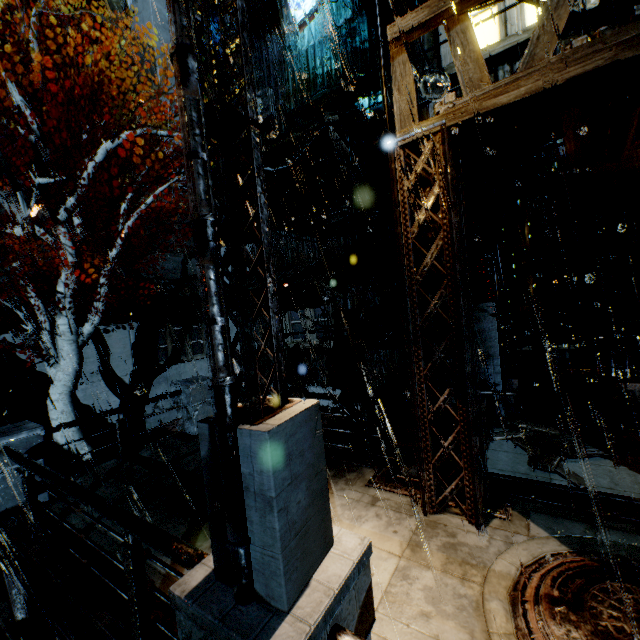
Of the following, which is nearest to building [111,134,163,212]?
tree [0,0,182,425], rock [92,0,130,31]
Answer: tree [0,0,182,425]

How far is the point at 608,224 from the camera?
9.7 meters

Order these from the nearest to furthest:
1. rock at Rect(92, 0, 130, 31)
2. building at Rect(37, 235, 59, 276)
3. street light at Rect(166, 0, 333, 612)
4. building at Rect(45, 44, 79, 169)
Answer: street light at Rect(166, 0, 333, 612), building at Rect(37, 235, 59, 276), building at Rect(45, 44, 79, 169), rock at Rect(92, 0, 130, 31)

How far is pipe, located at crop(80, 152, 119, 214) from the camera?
18.6m

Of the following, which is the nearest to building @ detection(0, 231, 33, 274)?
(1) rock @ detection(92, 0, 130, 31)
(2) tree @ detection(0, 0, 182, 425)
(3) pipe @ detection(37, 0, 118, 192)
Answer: (3) pipe @ detection(37, 0, 118, 192)

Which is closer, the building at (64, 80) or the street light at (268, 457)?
the street light at (268, 457)

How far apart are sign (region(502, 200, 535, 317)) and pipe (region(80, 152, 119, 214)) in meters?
20.8

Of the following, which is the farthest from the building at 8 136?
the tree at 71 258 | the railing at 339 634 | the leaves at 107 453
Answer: the leaves at 107 453
